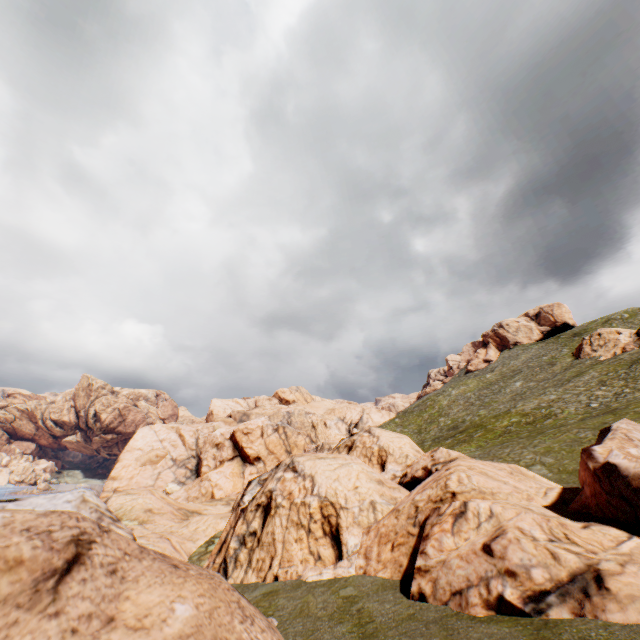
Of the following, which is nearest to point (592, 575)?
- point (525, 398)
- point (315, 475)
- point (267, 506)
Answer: point (315, 475)
